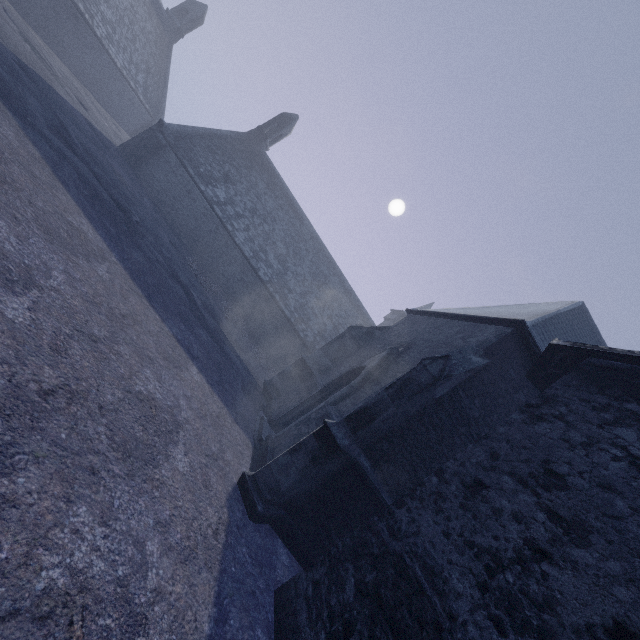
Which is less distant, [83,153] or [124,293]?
[124,293]
